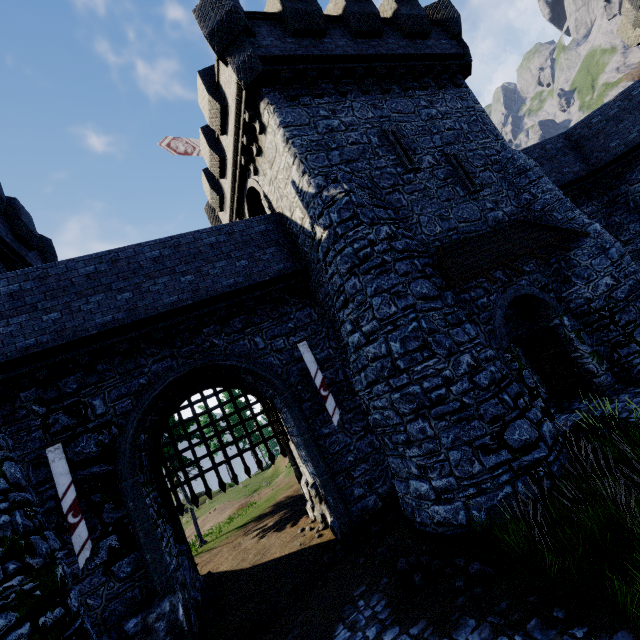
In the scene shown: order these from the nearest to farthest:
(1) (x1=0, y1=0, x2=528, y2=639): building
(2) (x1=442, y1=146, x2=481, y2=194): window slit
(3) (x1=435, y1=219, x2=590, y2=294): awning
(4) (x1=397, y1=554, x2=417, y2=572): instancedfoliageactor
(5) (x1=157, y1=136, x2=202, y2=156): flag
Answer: (4) (x1=397, y1=554, x2=417, y2=572): instancedfoliageactor → (1) (x1=0, y1=0, x2=528, y2=639): building → (3) (x1=435, y1=219, x2=590, y2=294): awning → (2) (x1=442, y1=146, x2=481, y2=194): window slit → (5) (x1=157, y1=136, x2=202, y2=156): flag

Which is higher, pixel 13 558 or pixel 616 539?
pixel 13 558

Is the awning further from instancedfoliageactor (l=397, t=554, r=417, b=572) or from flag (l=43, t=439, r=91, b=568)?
flag (l=43, t=439, r=91, b=568)

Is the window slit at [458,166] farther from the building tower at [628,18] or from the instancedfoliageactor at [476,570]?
the building tower at [628,18]

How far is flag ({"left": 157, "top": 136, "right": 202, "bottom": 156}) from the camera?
18.48m

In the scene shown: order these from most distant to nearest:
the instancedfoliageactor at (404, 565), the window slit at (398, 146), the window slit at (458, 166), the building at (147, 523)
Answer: the window slit at (458, 166) → the window slit at (398, 146) → the building at (147, 523) → the instancedfoliageactor at (404, 565)

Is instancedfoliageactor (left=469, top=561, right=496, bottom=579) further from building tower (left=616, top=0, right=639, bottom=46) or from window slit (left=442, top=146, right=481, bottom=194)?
building tower (left=616, top=0, right=639, bottom=46)

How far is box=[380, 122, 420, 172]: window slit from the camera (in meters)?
11.14
